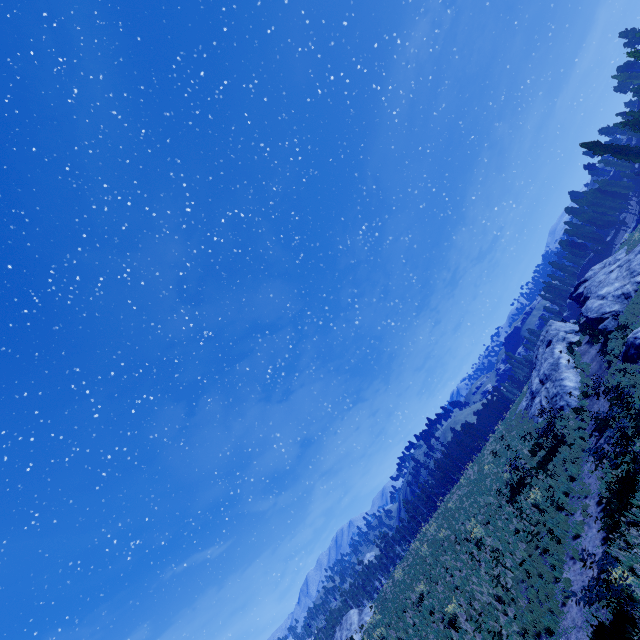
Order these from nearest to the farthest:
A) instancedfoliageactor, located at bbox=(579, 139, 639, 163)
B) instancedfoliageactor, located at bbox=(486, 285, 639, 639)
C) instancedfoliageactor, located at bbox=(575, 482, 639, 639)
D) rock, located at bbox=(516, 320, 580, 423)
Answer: instancedfoliageactor, located at bbox=(575, 482, 639, 639) < instancedfoliageactor, located at bbox=(486, 285, 639, 639) < rock, located at bbox=(516, 320, 580, 423) < instancedfoliageactor, located at bbox=(579, 139, 639, 163)

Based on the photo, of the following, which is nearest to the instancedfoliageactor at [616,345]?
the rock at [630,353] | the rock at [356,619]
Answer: the rock at [356,619]

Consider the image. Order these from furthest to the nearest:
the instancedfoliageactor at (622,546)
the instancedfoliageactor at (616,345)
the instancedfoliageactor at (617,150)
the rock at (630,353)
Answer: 1. the instancedfoliageactor at (617,150)
2. the rock at (630,353)
3. the instancedfoliageactor at (616,345)
4. the instancedfoliageactor at (622,546)

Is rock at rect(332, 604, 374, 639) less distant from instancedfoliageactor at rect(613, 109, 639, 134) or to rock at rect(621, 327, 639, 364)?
instancedfoliageactor at rect(613, 109, 639, 134)

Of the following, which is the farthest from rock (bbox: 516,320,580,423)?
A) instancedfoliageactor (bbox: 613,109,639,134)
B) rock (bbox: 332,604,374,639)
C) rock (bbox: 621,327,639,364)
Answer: rock (bbox: 332,604,374,639)

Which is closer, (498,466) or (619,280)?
(498,466)

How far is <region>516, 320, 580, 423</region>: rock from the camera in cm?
2317
